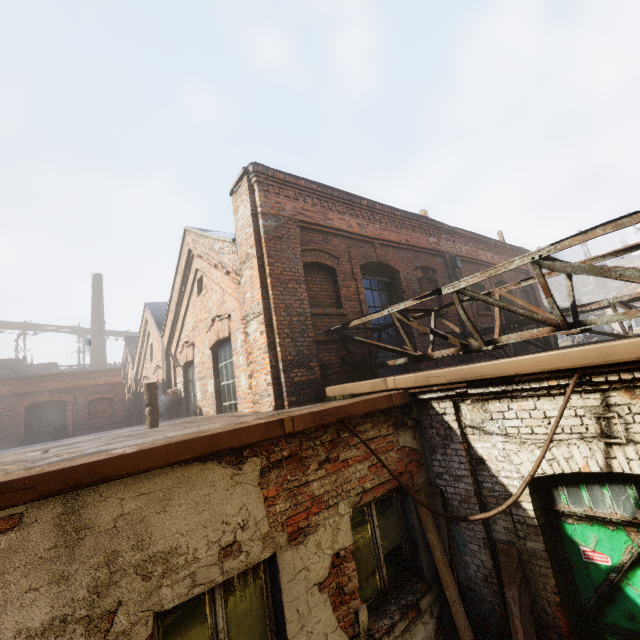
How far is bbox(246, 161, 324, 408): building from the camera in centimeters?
568cm

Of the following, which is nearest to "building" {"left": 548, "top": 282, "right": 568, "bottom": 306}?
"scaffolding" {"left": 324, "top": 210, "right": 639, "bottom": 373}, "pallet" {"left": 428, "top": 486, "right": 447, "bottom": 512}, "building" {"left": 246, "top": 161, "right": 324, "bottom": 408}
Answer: "scaffolding" {"left": 324, "top": 210, "right": 639, "bottom": 373}

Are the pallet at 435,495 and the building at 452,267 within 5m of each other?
no

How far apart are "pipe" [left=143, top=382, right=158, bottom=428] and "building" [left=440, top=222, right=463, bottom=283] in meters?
8.4

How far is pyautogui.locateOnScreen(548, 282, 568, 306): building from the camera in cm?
5703

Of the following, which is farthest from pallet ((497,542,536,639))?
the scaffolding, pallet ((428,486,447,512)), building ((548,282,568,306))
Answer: building ((548,282,568,306))

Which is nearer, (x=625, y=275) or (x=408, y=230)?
(x=625, y=275)

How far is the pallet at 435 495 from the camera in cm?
416
